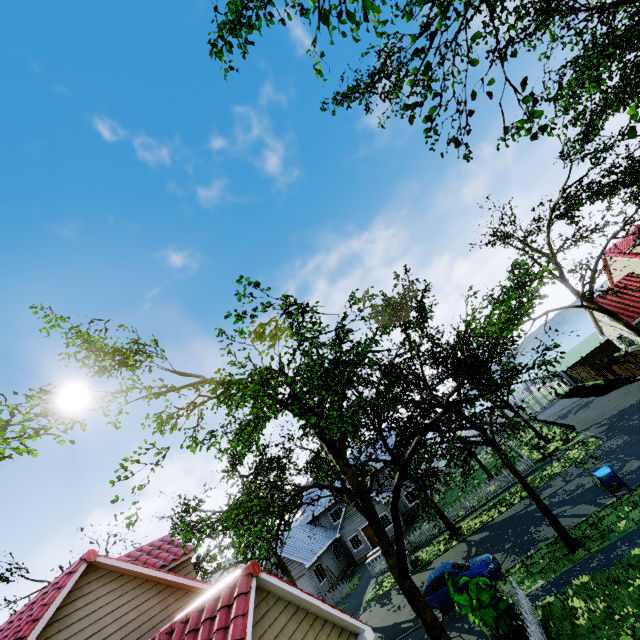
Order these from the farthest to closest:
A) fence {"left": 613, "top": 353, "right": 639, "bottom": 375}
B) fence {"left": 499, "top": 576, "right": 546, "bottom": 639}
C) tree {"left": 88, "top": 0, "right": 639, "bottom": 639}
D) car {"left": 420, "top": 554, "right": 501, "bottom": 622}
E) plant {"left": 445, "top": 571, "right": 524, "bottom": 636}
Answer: fence {"left": 613, "top": 353, "right": 639, "bottom": 375} → car {"left": 420, "top": 554, "right": 501, "bottom": 622} → plant {"left": 445, "top": 571, "right": 524, "bottom": 636} → fence {"left": 499, "top": 576, "right": 546, "bottom": 639} → tree {"left": 88, "top": 0, "right": 639, "bottom": 639}

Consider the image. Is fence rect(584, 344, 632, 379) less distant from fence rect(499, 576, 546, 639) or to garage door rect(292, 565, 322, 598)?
fence rect(499, 576, 546, 639)

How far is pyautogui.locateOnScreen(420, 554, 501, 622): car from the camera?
14.53m

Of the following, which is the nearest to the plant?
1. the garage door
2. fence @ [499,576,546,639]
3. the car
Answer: fence @ [499,576,546,639]

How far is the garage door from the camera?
30.1m

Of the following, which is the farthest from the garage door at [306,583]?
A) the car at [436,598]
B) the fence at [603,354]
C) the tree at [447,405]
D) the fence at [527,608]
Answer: the fence at [527,608]

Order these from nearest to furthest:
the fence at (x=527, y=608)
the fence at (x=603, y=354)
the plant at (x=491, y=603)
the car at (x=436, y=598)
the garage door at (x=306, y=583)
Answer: the fence at (x=527, y=608), the plant at (x=491, y=603), the car at (x=436, y=598), the fence at (x=603, y=354), the garage door at (x=306, y=583)

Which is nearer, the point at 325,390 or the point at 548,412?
the point at 325,390
